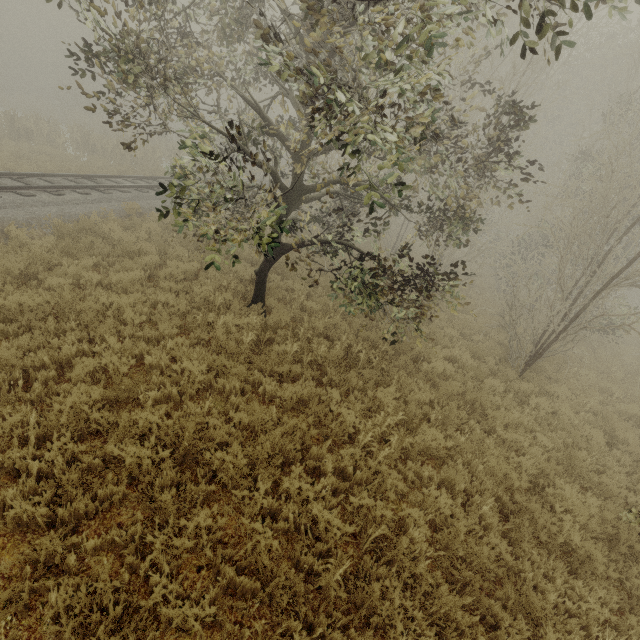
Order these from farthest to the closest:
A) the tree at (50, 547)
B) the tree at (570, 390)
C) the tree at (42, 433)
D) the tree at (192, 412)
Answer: the tree at (570, 390), the tree at (192, 412), the tree at (42, 433), the tree at (50, 547)

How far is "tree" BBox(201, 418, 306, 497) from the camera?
4.37m

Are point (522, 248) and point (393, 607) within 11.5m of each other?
no

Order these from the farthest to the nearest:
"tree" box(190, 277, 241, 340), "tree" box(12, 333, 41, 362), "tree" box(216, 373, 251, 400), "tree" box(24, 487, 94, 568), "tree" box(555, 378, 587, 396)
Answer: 1. "tree" box(555, 378, 587, 396)
2. "tree" box(190, 277, 241, 340)
3. "tree" box(216, 373, 251, 400)
4. "tree" box(12, 333, 41, 362)
5. "tree" box(24, 487, 94, 568)

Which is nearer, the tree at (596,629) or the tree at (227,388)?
the tree at (596,629)

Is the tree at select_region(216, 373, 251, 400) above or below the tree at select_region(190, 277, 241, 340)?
below

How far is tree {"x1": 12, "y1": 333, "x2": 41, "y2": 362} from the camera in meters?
5.1 m
